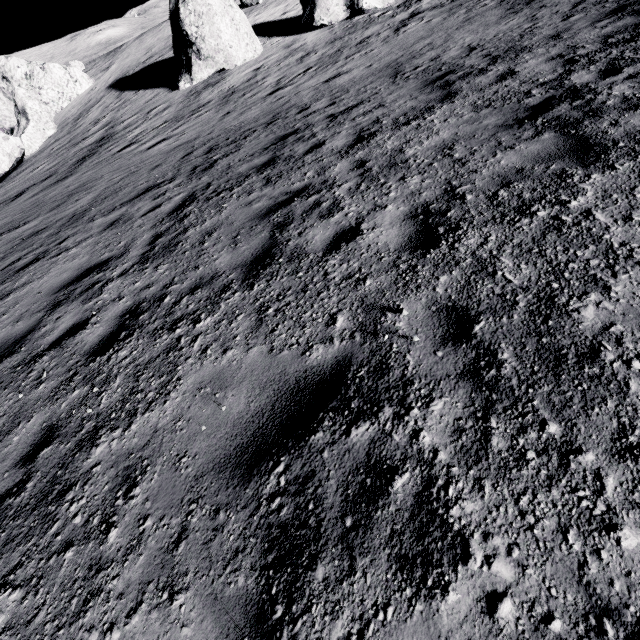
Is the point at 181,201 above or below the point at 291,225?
below
